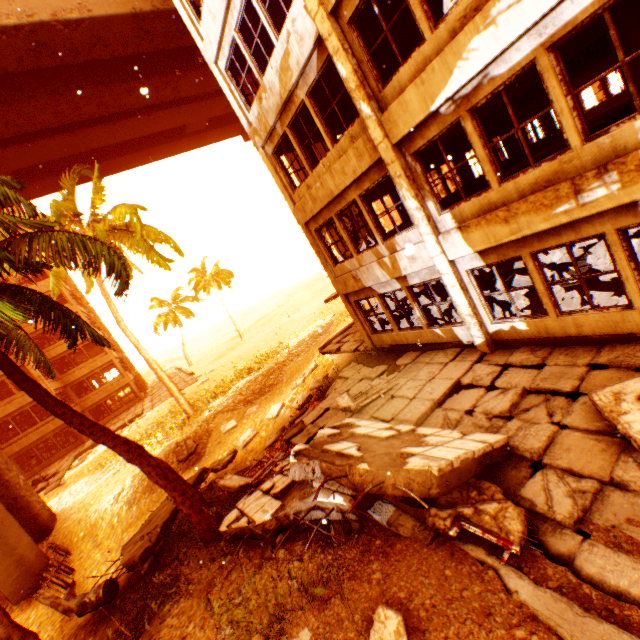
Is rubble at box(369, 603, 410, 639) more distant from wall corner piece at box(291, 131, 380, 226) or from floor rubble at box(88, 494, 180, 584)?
wall corner piece at box(291, 131, 380, 226)

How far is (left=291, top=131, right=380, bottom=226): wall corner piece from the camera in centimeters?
799cm

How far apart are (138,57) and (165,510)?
20.5m

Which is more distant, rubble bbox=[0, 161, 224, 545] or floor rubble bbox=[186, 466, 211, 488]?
floor rubble bbox=[186, 466, 211, 488]

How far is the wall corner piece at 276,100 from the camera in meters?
7.5 m

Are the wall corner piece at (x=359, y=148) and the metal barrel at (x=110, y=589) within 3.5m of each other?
no

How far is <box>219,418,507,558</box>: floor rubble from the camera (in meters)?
4.11

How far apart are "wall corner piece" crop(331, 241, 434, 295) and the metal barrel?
10.6m
